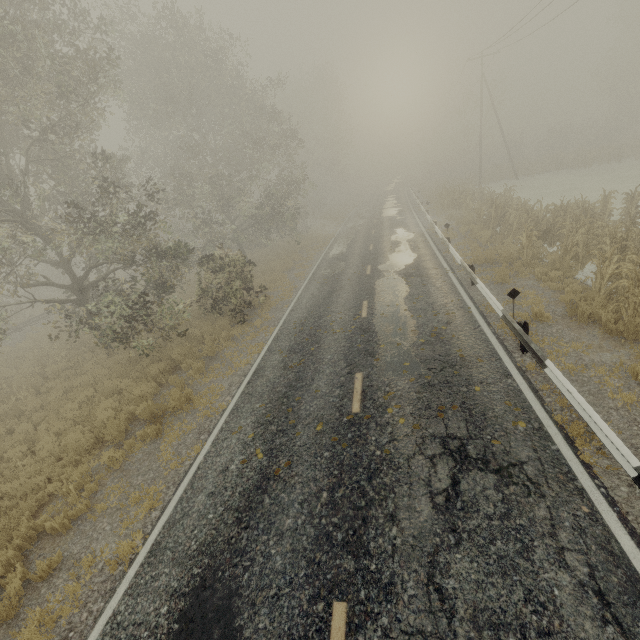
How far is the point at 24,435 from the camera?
10.5m

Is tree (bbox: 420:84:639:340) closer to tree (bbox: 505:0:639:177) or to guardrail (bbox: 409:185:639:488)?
guardrail (bbox: 409:185:639:488)

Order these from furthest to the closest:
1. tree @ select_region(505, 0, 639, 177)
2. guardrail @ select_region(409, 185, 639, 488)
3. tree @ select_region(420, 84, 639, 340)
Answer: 1. tree @ select_region(505, 0, 639, 177)
2. tree @ select_region(420, 84, 639, 340)
3. guardrail @ select_region(409, 185, 639, 488)

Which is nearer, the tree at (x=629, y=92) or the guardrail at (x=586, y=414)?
the guardrail at (x=586, y=414)

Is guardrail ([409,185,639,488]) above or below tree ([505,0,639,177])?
below

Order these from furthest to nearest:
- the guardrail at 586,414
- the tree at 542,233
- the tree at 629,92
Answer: the tree at 629,92 < the tree at 542,233 < the guardrail at 586,414

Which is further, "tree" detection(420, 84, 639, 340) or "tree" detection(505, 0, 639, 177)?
"tree" detection(505, 0, 639, 177)

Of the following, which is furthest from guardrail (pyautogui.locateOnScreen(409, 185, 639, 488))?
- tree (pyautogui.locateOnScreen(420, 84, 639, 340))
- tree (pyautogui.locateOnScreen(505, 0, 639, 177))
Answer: tree (pyautogui.locateOnScreen(420, 84, 639, 340))
